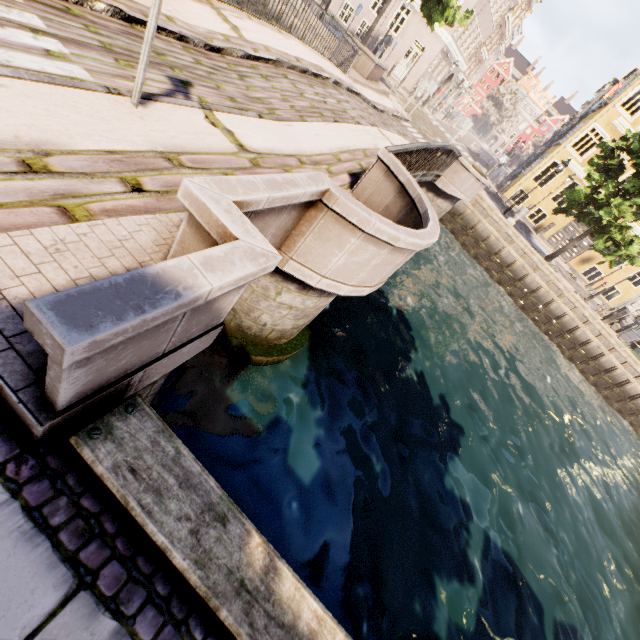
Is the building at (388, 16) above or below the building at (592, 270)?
above

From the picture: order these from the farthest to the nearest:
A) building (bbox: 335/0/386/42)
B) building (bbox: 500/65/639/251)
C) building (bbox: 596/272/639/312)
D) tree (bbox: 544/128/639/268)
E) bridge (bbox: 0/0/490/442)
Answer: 1. building (bbox: 335/0/386/42)
2. building (bbox: 596/272/639/312)
3. building (bbox: 500/65/639/251)
4. tree (bbox: 544/128/639/268)
5. bridge (bbox: 0/0/490/442)

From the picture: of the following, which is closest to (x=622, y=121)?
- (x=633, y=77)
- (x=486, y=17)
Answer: (x=633, y=77)

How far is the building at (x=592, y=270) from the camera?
23.9m

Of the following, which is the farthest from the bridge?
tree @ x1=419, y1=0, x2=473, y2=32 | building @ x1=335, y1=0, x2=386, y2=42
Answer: building @ x1=335, y1=0, x2=386, y2=42

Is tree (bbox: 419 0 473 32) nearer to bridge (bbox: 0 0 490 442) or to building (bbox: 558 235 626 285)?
bridge (bbox: 0 0 490 442)
